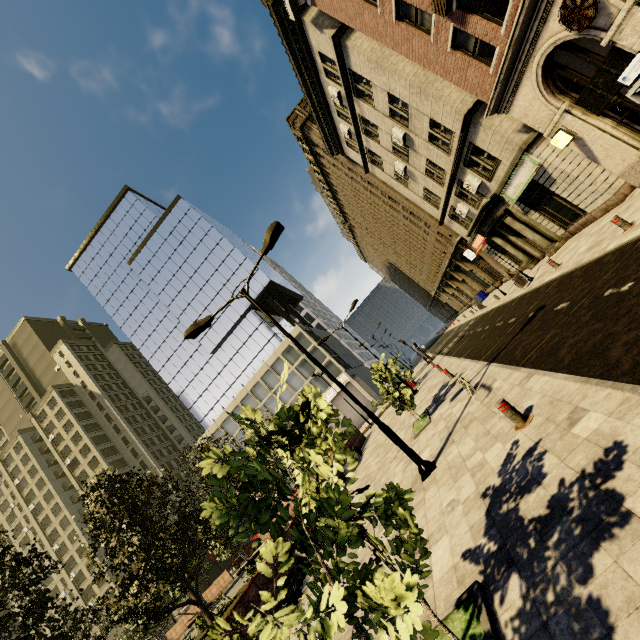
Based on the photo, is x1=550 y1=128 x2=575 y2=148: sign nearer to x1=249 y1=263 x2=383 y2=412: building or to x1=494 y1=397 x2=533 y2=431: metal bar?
x1=249 y1=263 x2=383 y2=412: building

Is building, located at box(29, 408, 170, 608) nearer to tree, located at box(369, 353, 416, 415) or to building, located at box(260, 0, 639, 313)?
tree, located at box(369, 353, 416, 415)

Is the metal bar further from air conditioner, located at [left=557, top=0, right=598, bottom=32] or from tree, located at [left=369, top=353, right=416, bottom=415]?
air conditioner, located at [left=557, top=0, right=598, bottom=32]

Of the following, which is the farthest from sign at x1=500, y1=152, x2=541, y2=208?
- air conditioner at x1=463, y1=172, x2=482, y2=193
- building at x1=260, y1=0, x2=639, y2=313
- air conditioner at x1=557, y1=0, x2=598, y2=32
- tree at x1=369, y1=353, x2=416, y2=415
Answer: tree at x1=369, y1=353, x2=416, y2=415

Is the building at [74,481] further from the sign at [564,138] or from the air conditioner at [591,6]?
the air conditioner at [591,6]

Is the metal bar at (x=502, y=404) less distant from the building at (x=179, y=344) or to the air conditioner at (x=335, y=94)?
the building at (x=179, y=344)

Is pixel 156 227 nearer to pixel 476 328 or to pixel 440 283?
pixel 440 283

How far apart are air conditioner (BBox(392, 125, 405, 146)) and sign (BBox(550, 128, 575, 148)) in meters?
10.3 m
